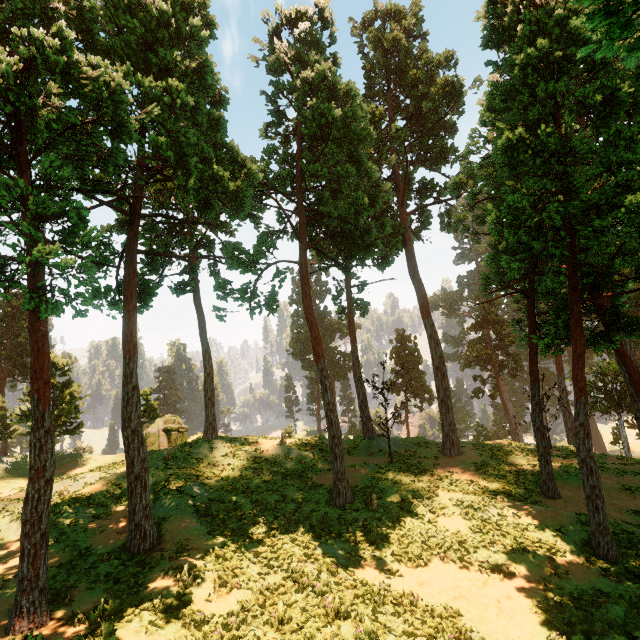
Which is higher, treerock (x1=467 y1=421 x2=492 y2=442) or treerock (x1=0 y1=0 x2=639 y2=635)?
treerock (x1=0 y1=0 x2=639 y2=635)

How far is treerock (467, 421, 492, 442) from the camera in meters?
39.7 m

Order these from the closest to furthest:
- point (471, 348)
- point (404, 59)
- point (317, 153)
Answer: point (317, 153), point (404, 59), point (471, 348)

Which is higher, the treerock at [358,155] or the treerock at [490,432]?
the treerock at [358,155]

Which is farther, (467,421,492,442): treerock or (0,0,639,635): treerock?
(467,421,492,442): treerock

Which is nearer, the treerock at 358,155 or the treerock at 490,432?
the treerock at 358,155
